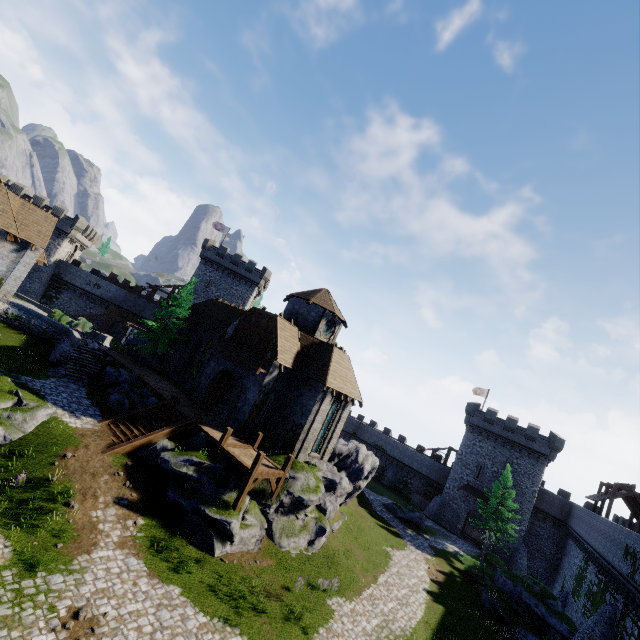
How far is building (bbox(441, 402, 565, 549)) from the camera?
40.6m

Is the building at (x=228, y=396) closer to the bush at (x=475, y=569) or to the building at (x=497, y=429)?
the bush at (x=475, y=569)

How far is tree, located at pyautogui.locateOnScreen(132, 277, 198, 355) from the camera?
30.5m

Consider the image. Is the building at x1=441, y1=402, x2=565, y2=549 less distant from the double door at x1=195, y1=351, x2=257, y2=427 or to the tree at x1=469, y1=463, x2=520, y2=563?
the tree at x1=469, y1=463, x2=520, y2=563

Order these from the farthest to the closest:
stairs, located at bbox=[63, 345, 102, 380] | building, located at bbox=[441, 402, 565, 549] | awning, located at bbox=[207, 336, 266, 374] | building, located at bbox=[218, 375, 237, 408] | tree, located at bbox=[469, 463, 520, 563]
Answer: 1. building, located at bbox=[441, 402, 565, 549]
2. tree, located at bbox=[469, 463, 520, 563]
3. building, located at bbox=[218, 375, 237, 408]
4. stairs, located at bbox=[63, 345, 102, 380]
5. awning, located at bbox=[207, 336, 266, 374]

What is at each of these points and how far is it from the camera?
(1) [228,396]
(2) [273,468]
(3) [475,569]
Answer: (1) building, 28.0 meters
(2) walkway, 19.9 meters
(3) bush, 30.0 meters

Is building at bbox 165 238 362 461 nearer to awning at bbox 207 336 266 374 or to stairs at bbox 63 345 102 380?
awning at bbox 207 336 266 374

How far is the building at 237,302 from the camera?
23.5m
